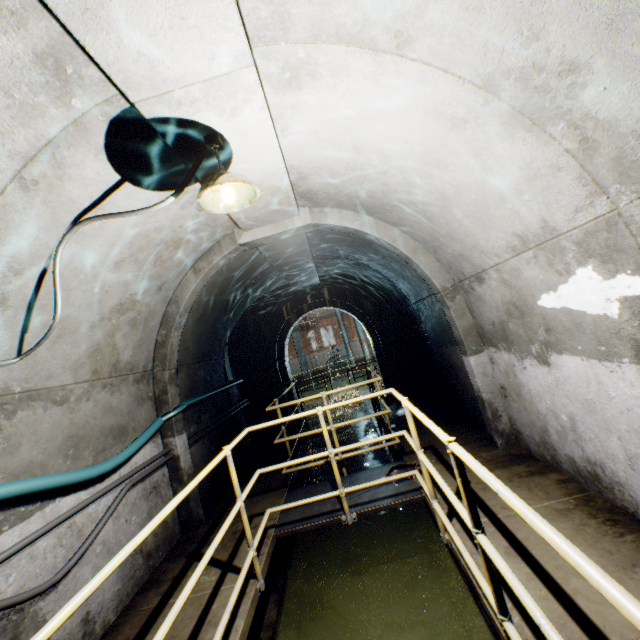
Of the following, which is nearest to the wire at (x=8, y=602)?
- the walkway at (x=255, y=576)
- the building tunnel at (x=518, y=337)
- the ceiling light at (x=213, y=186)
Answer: the building tunnel at (x=518, y=337)

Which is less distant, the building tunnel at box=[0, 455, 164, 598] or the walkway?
the walkway

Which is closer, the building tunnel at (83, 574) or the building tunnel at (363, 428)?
the building tunnel at (83, 574)

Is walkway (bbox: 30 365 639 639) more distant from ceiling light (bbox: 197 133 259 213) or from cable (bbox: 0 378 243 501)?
ceiling light (bbox: 197 133 259 213)

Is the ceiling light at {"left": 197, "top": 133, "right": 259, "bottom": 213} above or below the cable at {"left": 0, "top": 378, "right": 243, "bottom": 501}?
above

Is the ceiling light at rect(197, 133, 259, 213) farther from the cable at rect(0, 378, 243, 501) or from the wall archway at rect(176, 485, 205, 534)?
the cable at rect(0, 378, 243, 501)

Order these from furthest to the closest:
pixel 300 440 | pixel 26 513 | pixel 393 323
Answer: pixel 393 323 < pixel 300 440 < pixel 26 513

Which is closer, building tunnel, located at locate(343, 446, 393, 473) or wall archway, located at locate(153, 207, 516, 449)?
wall archway, located at locate(153, 207, 516, 449)
